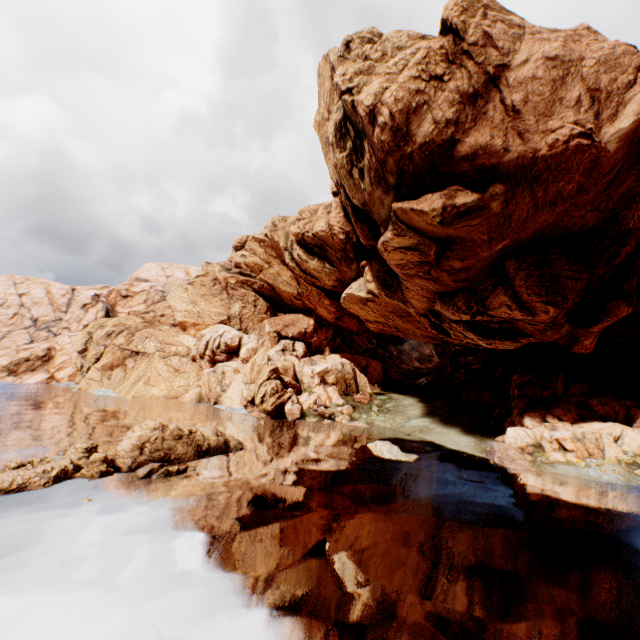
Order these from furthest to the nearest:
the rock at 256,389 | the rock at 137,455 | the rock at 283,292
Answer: the rock at 256,389
the rock at 283,292
the rock at 137,455

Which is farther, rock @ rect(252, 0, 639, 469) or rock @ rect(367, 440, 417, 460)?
rock @ rect(367, 440, 417, 460)

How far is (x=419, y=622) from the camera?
9.1 meters

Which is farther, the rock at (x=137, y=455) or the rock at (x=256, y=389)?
the rock at (x=256, y=389)

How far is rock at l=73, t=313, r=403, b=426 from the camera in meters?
42.2 m

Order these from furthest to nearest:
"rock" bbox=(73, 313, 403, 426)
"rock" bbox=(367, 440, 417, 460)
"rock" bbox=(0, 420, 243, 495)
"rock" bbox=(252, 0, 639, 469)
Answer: "rock" bbox=(73, 313, 403, 426) < "rock" bbox=(367, 440, 417, 460) < "rock" bbox=(252, 0, 639, 469) < "rock" bbox=(0, 420, 243, 495)
